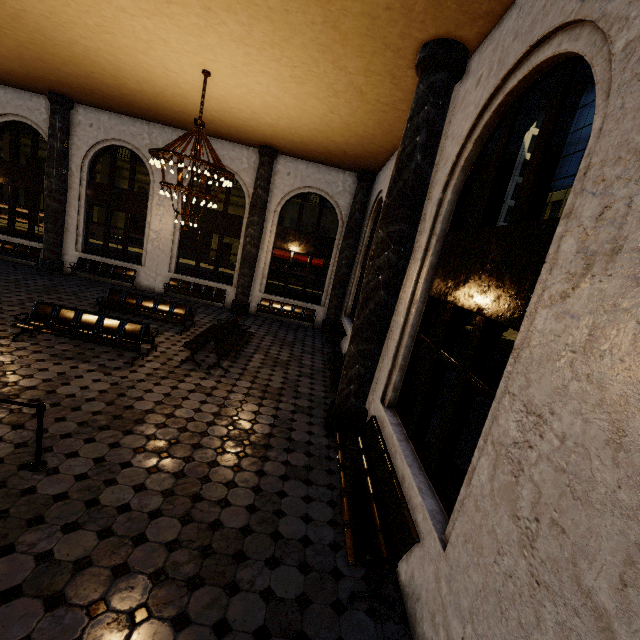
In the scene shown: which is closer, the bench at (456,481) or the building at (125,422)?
the building at (125,422)

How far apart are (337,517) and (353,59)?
7.5m

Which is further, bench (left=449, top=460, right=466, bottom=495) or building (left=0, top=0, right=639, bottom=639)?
bench (left=449, top=460, right=466, bottom=495)

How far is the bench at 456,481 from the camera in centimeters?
451cm

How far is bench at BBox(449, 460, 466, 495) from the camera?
4.5m
